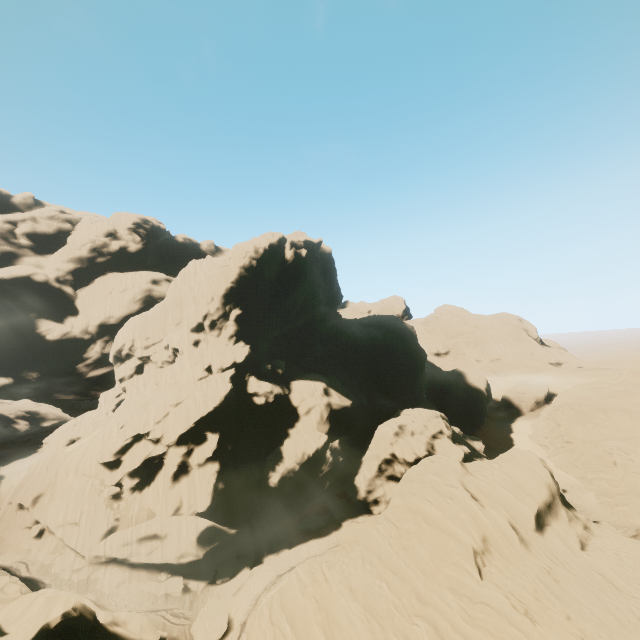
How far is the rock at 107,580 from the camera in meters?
32.7 m

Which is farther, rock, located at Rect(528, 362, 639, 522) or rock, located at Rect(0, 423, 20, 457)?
rock, located at Rect(0, 423, 20, 457)

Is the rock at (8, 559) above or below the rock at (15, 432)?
below

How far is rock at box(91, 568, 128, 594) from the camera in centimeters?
3270cm

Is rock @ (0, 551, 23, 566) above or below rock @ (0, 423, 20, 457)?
below

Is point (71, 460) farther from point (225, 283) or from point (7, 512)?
point (225, 283)
